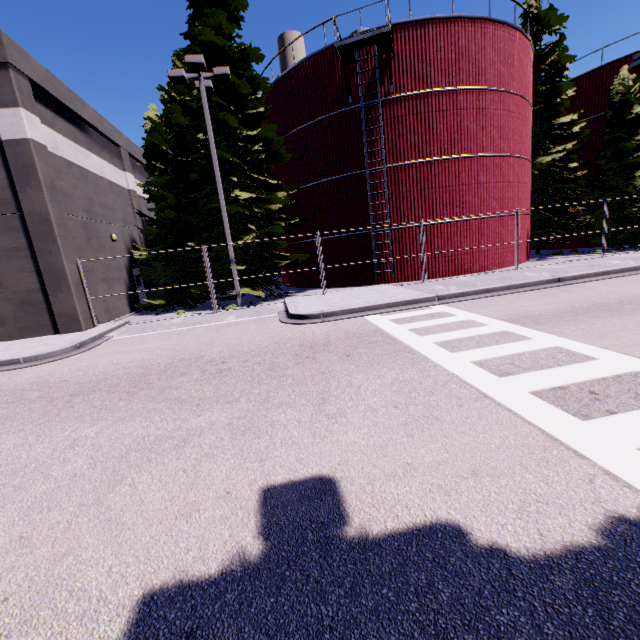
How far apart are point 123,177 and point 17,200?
9.0m

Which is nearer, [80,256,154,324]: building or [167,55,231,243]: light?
[167,55,231,243]: light

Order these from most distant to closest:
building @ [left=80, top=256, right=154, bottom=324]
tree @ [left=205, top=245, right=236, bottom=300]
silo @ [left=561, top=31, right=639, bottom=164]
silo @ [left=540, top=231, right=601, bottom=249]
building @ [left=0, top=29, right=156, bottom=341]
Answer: silo @ [left=540, top=231, right=601, bottom=249] < silo @ [left=561, top=31, right=639, bottom=164] < tree @ [left=205, top=245, right=236, bottom=300] < building @ [left=80, top=256, right=154, bottom=324] < building @ [left=0, top=29, right=156, bottom=341]

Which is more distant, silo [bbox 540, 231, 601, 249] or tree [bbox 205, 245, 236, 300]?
silo [bbox 540, 231, 601, 249]

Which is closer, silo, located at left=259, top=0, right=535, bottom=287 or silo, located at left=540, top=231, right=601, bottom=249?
silo, located at left=259, top=0, right=535, bottom=287

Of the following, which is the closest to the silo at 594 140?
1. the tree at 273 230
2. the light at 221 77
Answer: the tree at 273 230

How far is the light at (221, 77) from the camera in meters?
12.5 m

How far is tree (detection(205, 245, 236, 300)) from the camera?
16.4m
